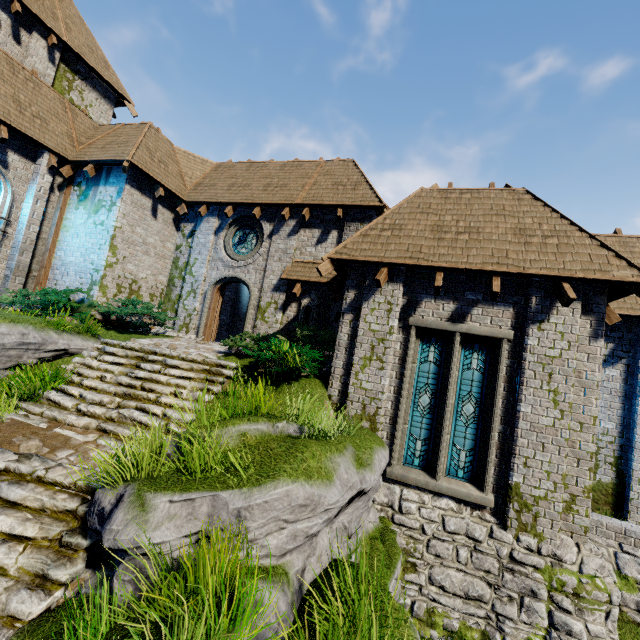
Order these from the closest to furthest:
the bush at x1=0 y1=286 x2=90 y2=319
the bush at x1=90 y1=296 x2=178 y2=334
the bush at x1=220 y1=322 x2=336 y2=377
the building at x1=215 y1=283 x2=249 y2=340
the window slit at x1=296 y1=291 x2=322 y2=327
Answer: the bush at x1=220 y1=322 x2=336 y2=377
the bush at x1=0 y1=286 x2=90 y2=319
the bush at x1=90 y1=296 x2=178 y2=334
the window slit at x1=296 y1=291 x2=322 y2=327
the building at x1=215 y1=283 x2=249 y2=340

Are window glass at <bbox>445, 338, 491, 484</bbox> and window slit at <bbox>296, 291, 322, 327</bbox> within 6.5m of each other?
yes

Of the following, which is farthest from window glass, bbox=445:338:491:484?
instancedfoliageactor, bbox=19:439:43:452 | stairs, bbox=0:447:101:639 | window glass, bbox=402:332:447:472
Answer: instancedfoliageactor, bbox=19:439:43:452

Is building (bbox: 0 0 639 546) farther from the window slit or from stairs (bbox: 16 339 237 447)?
stairs (bbox: 16 339 237 447)

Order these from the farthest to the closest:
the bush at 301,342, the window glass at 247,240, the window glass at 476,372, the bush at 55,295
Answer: the window glass at 247,240 < the bush at 55,295 < the bush at 301,342 < the window glass at 476,372

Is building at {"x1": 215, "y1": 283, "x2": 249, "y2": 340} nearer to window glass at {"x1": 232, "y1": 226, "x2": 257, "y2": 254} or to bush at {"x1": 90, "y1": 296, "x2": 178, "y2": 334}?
bush at {"x1": 90, "y1": 296, "x2": 178, "y2": 334}

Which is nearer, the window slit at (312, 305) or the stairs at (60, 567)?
the stairs at (60, 567)

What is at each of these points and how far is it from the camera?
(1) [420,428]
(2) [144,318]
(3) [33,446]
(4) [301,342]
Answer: (1) window glass, 7.9 meters
(2) bush, 11.7 meters
(3) instancedfoliageactor, 5.9 meters
(4) bush, 9.9 meters
